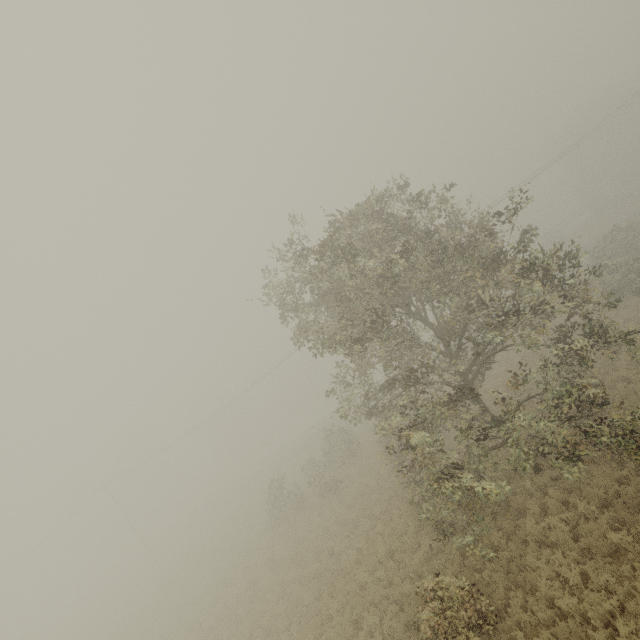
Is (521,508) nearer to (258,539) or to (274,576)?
(274,576)
